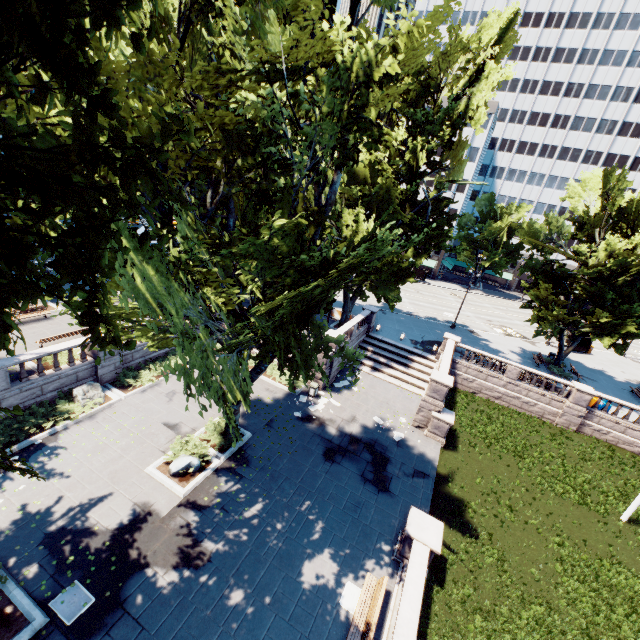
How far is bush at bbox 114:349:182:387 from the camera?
19.7m

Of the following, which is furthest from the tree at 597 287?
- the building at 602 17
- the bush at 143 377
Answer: the bush at 143 377

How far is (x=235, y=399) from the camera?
9.2 meters

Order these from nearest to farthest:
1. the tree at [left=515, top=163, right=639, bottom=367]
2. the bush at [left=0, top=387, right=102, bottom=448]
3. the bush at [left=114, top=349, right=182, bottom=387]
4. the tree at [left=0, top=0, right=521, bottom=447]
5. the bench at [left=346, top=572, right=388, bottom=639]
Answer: the tree at [left=0, top=0, right=521, bottom=447], the bench at [left=346, top=572, right=388, bottom=639], the bush at [left=0, top=387, right=102, bottom=448], the bush at [left=114, top=349, right=182, bottom=387], the tree at [left=515, top=163, right=639, bottom=367]

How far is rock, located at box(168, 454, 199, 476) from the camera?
14.8 meters

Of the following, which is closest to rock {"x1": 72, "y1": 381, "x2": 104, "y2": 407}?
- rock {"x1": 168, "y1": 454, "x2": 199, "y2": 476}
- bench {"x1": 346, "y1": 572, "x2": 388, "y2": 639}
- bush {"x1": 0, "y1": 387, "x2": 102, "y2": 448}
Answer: bush {"x1": 0, "y1": 387, "x2": 102, "y2": 448}

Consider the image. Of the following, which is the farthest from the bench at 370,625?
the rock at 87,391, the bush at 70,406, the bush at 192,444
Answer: the rock at 87,391

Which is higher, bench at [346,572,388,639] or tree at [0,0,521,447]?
tree at [0,0,521,447]
